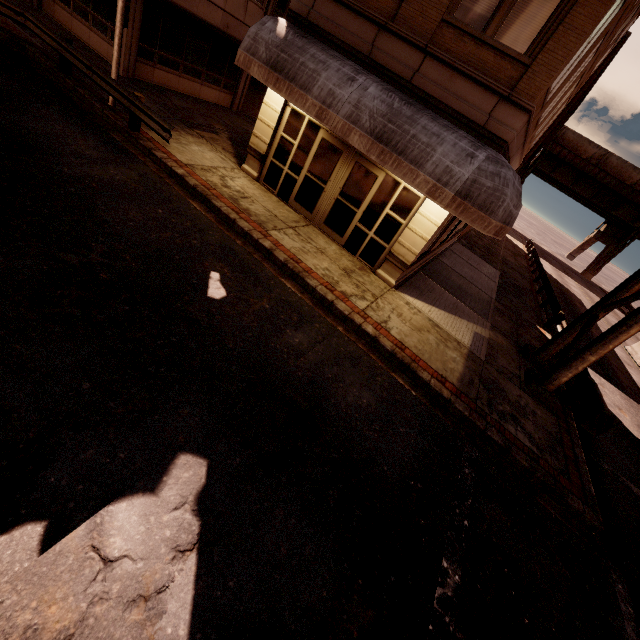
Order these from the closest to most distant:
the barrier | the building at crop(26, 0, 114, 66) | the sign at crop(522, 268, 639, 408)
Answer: the sign at crop(522, 268, 639, 408), the building at crop(26, 0, 114, 66), the barrier

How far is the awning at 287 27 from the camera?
7.2m

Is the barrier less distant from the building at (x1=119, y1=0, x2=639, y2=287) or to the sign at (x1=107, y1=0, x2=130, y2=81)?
the building at (x1=119, y1=0, x2=639, y2=287)

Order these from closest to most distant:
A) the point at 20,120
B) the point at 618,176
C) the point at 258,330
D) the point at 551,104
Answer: the point at 258,330
the point at 20,120
the point at 551,104
the point at 618,176

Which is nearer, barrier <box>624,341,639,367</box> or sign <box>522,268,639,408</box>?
sign <box>522,268,639,408</box>

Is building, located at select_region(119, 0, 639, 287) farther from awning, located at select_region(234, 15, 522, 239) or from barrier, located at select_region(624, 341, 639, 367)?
barrier, located at select_region(624, 341, 639, 367)

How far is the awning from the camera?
7.18m

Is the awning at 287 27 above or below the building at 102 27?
above
